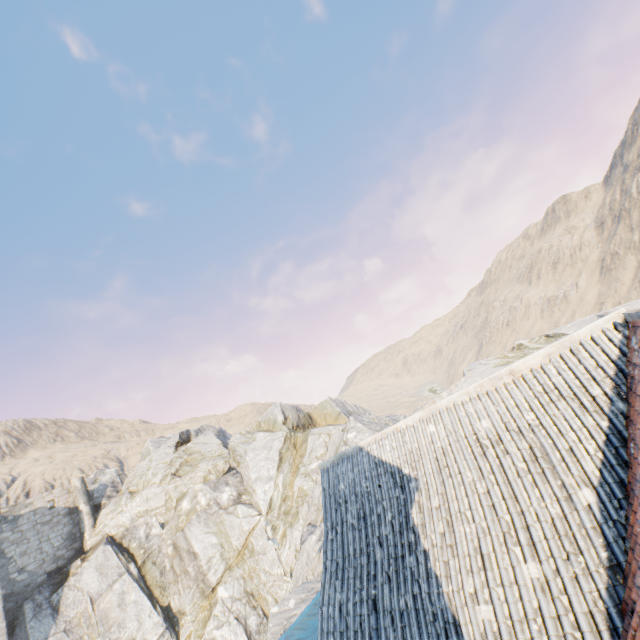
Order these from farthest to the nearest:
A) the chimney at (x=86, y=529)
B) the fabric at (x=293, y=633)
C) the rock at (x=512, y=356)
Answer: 1. the chimney at (x=86, y=529)
2. the rock at (x=512, y=356)
3. the fabric at (x=293, y=633)

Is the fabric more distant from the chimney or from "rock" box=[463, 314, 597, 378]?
the chimney

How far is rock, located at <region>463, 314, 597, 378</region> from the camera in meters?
24.8

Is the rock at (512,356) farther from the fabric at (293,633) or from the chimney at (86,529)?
the fabric at (293,633)

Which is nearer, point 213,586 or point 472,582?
point 472,582

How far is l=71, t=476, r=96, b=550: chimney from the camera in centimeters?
2775cm

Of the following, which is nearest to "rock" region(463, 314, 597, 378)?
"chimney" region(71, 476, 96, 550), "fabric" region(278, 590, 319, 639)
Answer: "chimney" region(71, 476, 96, 550)
